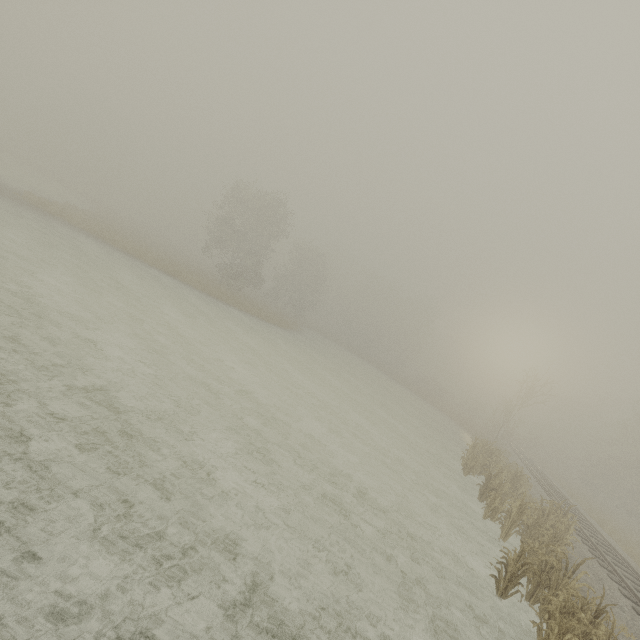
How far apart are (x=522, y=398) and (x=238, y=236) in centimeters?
3403cm
